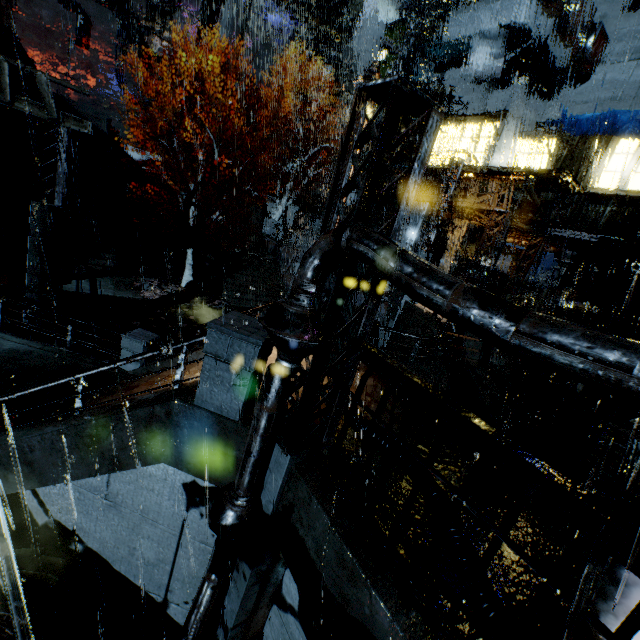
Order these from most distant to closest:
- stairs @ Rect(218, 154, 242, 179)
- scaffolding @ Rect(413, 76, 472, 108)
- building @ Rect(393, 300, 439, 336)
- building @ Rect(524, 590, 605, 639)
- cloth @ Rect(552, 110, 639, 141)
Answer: stairs @ Rect(218, 154, 242, 179) < scaffolding @ Rect(413, 76, 472, 108) < cloth @ Rect(552, 110, 639, 141) < building @ Rect(393, 300, 439, 336) < building @ Rect(524, 590, 605, 639)

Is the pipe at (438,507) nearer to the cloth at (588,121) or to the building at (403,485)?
the building at (403,485)

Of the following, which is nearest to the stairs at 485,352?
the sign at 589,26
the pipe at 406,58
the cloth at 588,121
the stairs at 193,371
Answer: the stairs at 193,371

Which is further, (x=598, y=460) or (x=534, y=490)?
(x=598, y=460)

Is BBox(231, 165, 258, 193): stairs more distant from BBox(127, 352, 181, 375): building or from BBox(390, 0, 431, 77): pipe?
BBox(390, 0, 431, 77): pipe

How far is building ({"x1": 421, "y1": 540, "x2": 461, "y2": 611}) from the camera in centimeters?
334cm

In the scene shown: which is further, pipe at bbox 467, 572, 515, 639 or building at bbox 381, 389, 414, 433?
building at bbox 381, 389, 414, 433

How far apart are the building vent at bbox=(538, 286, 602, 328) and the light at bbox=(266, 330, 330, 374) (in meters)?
20.64
